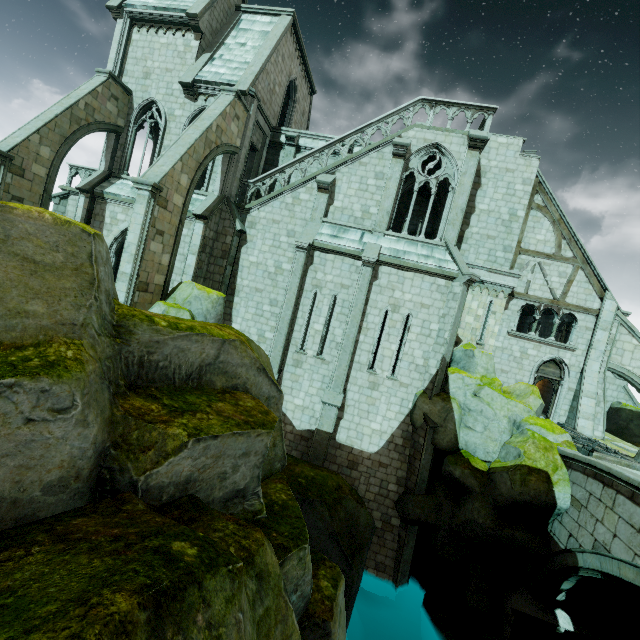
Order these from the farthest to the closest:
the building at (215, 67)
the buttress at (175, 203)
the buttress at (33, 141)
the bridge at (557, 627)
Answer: the building at (215, 67), the buttress at (33, 141), the buttress at (175, 203), the bridge at (557, 627)

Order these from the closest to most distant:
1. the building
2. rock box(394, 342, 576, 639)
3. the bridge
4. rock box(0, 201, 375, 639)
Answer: rock box(0, 201, 375, 639), the bridge, rock box(394, 342, 576, 639), the building

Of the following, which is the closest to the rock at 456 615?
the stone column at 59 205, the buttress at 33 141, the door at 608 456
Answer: the door at 608 456

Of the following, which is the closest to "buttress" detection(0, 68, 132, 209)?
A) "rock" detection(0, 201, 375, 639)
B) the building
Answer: the building

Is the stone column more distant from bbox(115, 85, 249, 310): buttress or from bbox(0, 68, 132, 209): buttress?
bbox(115, 85, 249, 310): buttress

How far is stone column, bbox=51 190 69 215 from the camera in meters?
18.1

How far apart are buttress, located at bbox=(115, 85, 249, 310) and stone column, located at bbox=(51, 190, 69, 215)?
9.7 meters

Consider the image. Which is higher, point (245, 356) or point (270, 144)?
point (270, 144)
